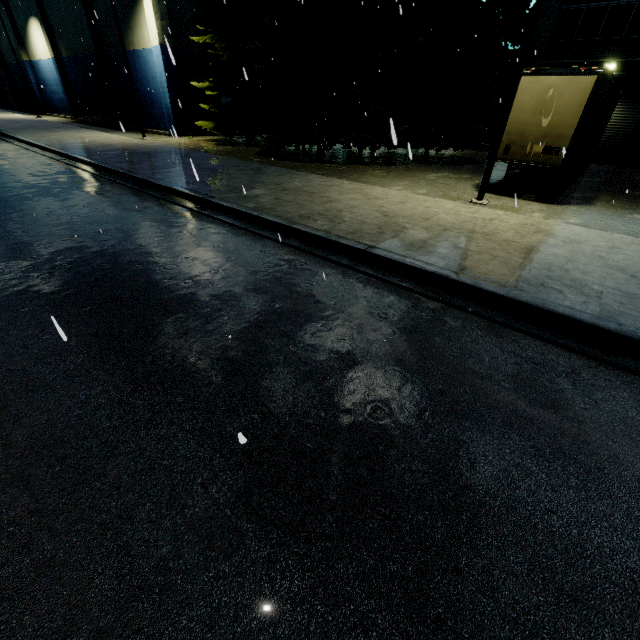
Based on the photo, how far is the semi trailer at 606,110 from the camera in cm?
912

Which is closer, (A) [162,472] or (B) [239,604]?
(B) [239,604]

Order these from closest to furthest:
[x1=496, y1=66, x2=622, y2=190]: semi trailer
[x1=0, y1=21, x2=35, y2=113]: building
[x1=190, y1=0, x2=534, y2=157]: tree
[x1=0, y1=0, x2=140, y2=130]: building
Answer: [x1=496, y1=66, x2=622, y2=190]: semi trailer, [x1=190, y1=0, x2=534, y2=157]: tree, [x1=0, y1=0, x2=140, y2=130]: building, [x1=0, y1=21, x2=35, y2=113]: building

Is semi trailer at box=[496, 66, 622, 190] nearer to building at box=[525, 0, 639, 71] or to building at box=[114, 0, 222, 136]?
building at box=[525, 0, 639, 71]

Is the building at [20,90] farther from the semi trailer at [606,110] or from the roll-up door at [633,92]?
the semi trailer at [606,110]

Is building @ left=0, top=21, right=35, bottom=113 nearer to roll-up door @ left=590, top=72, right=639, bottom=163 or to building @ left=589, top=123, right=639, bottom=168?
building @ left=589, top=123, right=639, bottom=168

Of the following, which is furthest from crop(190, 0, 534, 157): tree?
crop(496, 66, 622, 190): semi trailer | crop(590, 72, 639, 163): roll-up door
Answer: crop(496, 66, 622, 190): semi trailer

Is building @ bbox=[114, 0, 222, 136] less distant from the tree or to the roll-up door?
the tree
